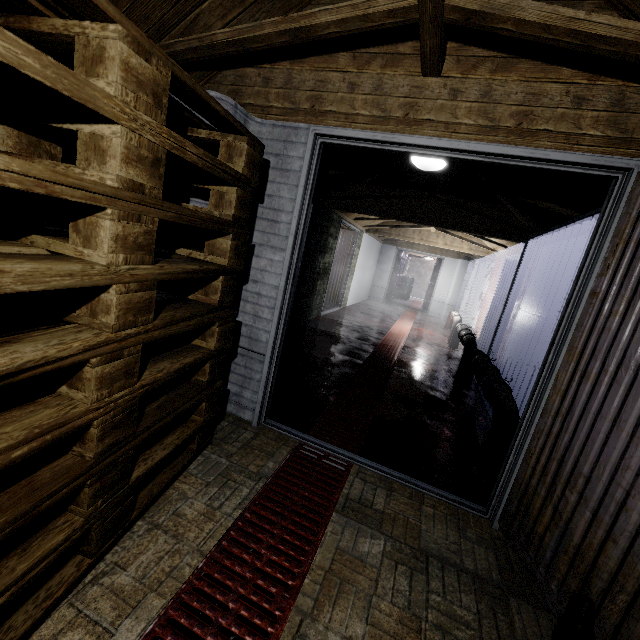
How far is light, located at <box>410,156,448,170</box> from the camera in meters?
2.8

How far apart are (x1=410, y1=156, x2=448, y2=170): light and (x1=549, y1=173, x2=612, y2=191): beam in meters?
0.0

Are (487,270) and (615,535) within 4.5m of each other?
no

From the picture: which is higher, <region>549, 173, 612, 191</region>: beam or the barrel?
<region>549, 173, 612, 191</region>: beam

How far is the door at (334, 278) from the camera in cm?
691

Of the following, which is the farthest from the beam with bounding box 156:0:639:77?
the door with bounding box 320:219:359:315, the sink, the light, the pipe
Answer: the door with bounding box 320:219:359:315

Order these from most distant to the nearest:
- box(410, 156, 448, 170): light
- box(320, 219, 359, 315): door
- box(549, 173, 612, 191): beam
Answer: box(320, 219, 359, 315): door, box(410, 156, 448, 170): light, box(549, 173, 612, 191): beam

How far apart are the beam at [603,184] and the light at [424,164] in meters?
0.0 m
